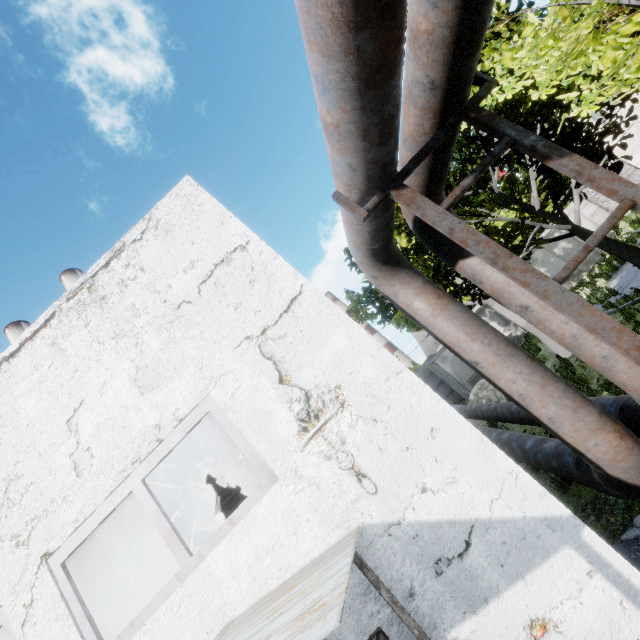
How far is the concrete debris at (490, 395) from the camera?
14.9 meters

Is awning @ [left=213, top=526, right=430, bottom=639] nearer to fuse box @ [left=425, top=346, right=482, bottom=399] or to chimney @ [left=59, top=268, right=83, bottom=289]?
fuse box @ [left=425, top=346, right=482, bottom=399]

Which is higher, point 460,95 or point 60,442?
point 60,442

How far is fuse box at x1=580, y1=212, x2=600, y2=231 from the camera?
21.2 meters

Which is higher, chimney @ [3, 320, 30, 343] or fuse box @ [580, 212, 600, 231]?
chimney @ [3, 320, 30, 343]

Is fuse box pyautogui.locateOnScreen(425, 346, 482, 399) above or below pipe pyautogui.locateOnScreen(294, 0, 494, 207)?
below

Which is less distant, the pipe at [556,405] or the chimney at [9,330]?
the pipe at [556,405]

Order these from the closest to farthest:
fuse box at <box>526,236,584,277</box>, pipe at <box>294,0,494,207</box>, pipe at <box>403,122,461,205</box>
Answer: pipe at <box>294,0,494,207</box> → pipe at <box>403,122,461,205</box> → fuse box at <box>526,236,584,277</box>
